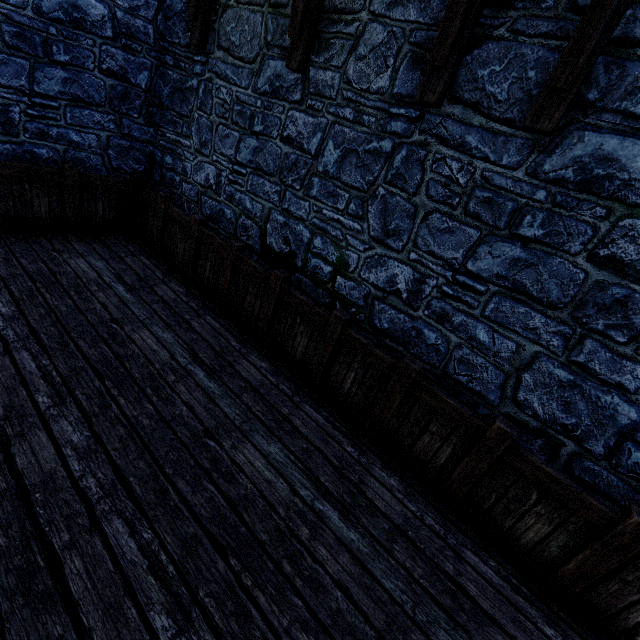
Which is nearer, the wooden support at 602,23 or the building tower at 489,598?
the wooden support at 602,23

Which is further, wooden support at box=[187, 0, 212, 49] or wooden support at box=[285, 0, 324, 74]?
wooden support at box=[187, 0, 212, 49]

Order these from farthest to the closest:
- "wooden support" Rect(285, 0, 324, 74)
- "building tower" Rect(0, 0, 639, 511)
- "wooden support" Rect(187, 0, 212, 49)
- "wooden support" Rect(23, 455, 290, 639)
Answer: "wooden support" Rect(187, 0, 212, 49) < "wooden support" Rect(285, 0, 324, 74) < "building tower" Rect(0, 0, 639, 511) < "wooden support" Rect(23, 455, 290, 639)

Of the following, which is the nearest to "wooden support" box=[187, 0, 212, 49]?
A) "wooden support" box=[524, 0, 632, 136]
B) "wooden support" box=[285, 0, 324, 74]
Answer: "wooden support" box=[285, 0, 324, 74]

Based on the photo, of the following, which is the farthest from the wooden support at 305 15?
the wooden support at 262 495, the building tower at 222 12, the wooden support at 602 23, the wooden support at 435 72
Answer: the wooden support at 262 495

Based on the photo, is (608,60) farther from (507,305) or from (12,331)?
(12,331)

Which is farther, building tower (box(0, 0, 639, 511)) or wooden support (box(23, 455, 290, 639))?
building tower (box(0, 0, 639, 511))

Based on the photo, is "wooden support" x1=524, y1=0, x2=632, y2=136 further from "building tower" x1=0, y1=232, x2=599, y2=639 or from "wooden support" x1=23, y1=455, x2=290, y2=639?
"wooden support" x1=23, y1=455, x2=290, y2=639
